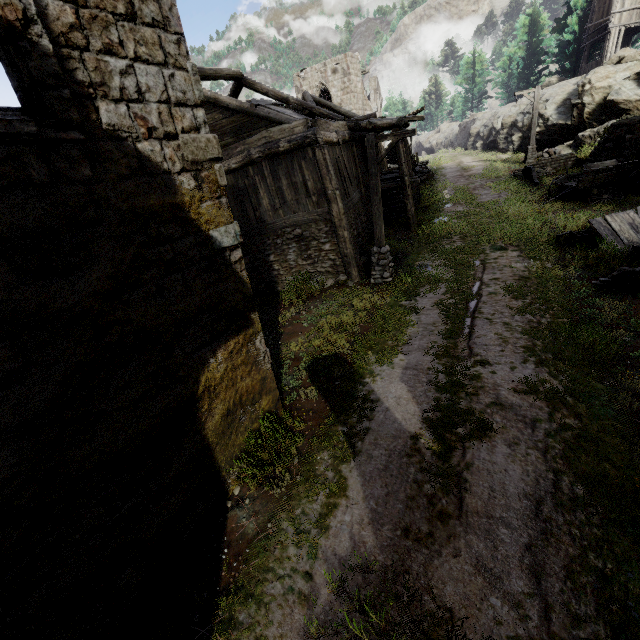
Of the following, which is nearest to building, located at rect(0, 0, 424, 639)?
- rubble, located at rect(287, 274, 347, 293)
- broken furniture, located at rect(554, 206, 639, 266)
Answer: rubble, located at rect(287, 274, 347, 293)

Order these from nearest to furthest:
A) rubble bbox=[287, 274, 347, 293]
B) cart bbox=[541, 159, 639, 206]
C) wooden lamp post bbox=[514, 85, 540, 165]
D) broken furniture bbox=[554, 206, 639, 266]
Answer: broken furniture bbox=[554, 206, 639, 266]
rubble bbox=[287, 274, 347, 293]
cart bbox=[541, 159, 639, 206]
wooden lamp post bbox=[514, 85, 540, 165]

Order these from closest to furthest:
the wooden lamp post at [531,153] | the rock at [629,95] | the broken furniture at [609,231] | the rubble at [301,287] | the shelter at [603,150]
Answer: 1. the broken furniture at [609,231]
2. the rubble at [301,287]
3. the shelter at [603,150]
4. the rock at [629,95]
5. the wooden lamp post at [531,153]

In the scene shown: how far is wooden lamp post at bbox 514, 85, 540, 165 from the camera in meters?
21.7 m

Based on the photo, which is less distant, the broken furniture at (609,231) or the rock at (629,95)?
the broken furniture at (609,231)

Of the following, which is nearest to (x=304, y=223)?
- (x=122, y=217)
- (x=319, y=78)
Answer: (x=122, y=217)

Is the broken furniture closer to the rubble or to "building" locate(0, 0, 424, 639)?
"building" locate(0, 0, 424, 639)

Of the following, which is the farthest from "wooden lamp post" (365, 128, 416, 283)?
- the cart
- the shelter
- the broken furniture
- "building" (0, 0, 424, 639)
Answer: the cart
